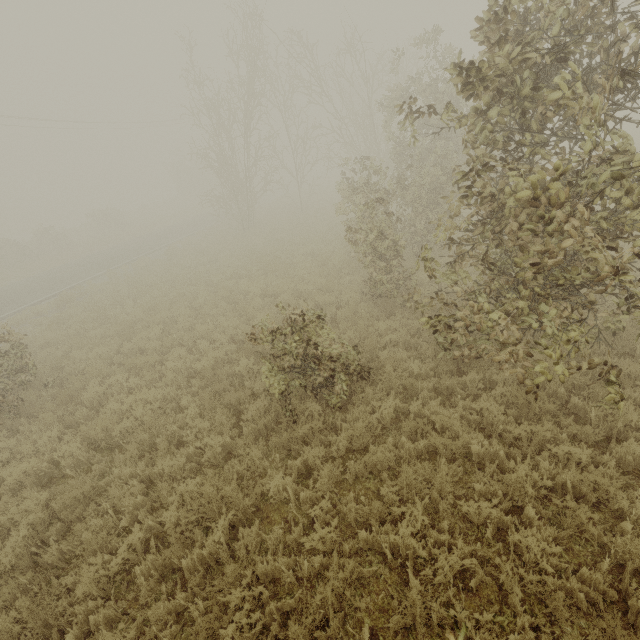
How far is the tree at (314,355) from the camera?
5.9 meters

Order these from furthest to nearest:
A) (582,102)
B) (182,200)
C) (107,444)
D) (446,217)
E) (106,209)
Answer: (182,200) → (106,209) → (446,217) → (107,444) → (582,102)

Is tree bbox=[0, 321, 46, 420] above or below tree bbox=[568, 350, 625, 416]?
below

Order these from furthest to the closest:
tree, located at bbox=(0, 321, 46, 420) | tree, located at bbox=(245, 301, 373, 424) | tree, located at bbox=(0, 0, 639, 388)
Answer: tree, located at bbox=(0, 321, 46, 420) < tree, located at bbox=(245, 301, 373, 424) < tree, located at bbox=(0, 0, 639, 388)

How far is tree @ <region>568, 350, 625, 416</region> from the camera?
4.2m

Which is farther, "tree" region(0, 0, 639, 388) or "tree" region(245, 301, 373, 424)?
"tree" region(245, 301, 373, 424)
